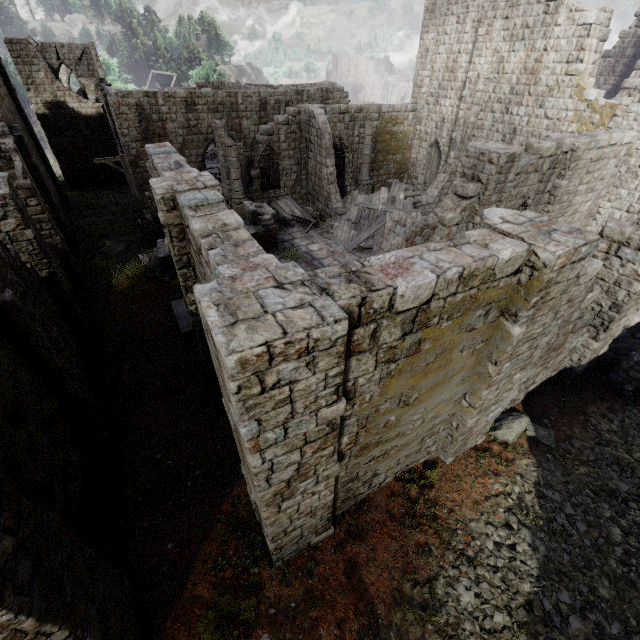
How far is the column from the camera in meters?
27.1 m

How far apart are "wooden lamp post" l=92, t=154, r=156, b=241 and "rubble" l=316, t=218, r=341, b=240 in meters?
9.9 m

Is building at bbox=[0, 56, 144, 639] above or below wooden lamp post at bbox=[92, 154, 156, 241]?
above

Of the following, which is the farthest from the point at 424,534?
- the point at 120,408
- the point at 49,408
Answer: the point at 120,408

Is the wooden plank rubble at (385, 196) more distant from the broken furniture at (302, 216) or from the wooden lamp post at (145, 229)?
the wooden lamp post at (145, 229)

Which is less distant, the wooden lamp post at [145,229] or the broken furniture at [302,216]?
the wooden lamp post at [145,229]

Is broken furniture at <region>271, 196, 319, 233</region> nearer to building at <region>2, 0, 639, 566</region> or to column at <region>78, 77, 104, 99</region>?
building at <region>2, 0, 639, 566</region>

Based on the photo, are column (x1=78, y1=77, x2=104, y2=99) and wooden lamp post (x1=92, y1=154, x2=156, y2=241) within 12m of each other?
no
